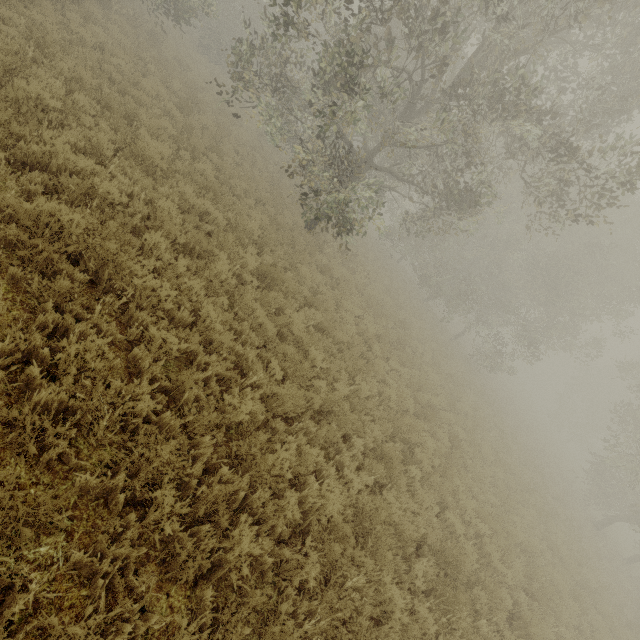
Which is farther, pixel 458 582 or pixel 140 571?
pixel 458 582
